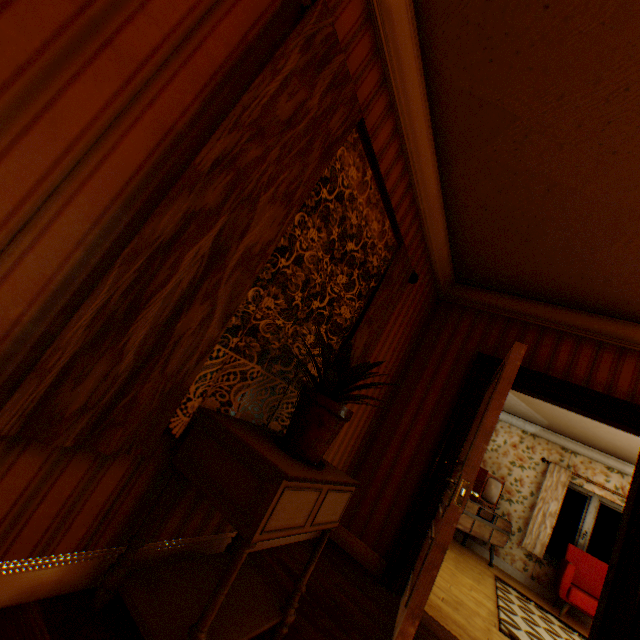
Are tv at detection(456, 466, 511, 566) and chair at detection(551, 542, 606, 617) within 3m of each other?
yes

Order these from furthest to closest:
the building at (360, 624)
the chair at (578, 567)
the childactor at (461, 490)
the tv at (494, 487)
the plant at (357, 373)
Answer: the tv at (494, 487) < the chair at (578, 567) < the childactor at (461, 490) < the plant at (357, 373) < the building at (360, 624)

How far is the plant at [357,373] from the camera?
1.5 meters

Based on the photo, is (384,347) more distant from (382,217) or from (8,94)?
(8,94)

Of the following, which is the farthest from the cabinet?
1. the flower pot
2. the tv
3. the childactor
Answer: the tv

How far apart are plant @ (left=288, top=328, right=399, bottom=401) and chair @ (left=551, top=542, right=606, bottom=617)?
6.9m

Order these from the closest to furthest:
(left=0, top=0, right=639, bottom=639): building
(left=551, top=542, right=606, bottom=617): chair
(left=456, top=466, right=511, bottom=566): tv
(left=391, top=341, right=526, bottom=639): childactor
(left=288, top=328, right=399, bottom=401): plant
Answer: (left=0, top=0, right=639, bottom=639): building → (left=288, top=328, right=399, bottom=401): plant → (left=391, top=341, right=526, bottom=639): childactor → (left=551, top=542, right=606, bottom=617): chair → (left=456, top=466, right=511, bottom=566): tv

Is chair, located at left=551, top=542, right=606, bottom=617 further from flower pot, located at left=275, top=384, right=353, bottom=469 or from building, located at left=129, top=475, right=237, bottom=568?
flower pot, located at left=275, top=384, right=353, bottom=469
